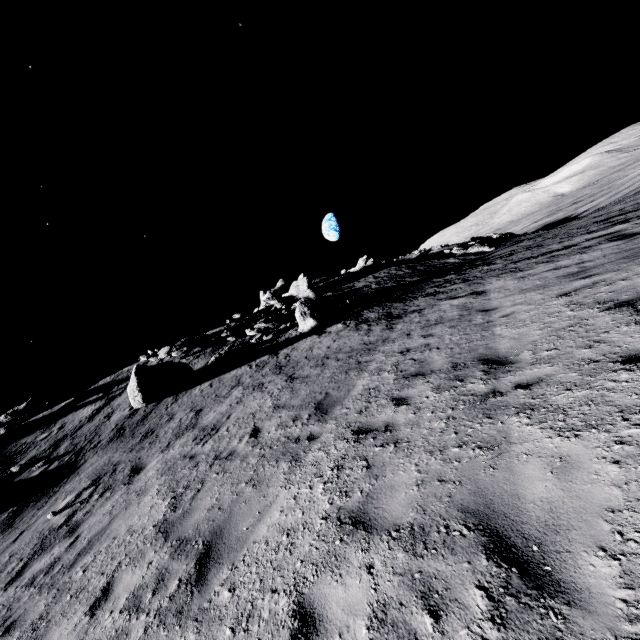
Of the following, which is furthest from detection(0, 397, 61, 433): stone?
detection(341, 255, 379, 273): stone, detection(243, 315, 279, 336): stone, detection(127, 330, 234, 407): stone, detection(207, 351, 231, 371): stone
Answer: detection(341, 255, 379, 273): stone

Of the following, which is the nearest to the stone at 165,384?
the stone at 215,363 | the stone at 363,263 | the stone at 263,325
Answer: the stone at 215,363

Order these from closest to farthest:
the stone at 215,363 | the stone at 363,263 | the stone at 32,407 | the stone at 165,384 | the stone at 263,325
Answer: the stone at 165,384 → the stone at 215,363 → the stone at 32,407 → the stone at 263,325 → the stone at 363,263

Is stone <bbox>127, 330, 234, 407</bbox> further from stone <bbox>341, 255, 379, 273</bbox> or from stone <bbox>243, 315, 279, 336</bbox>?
stone <bbox>341, 255, 379, 273</bbox>

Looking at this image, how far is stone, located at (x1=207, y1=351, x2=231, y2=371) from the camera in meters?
18.0 m

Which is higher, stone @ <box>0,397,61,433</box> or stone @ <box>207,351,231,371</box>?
stone @ <box>0,397,61,433</box>

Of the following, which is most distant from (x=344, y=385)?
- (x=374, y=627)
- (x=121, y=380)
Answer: (x=121, y=380)

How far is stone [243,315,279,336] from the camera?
22.4m
